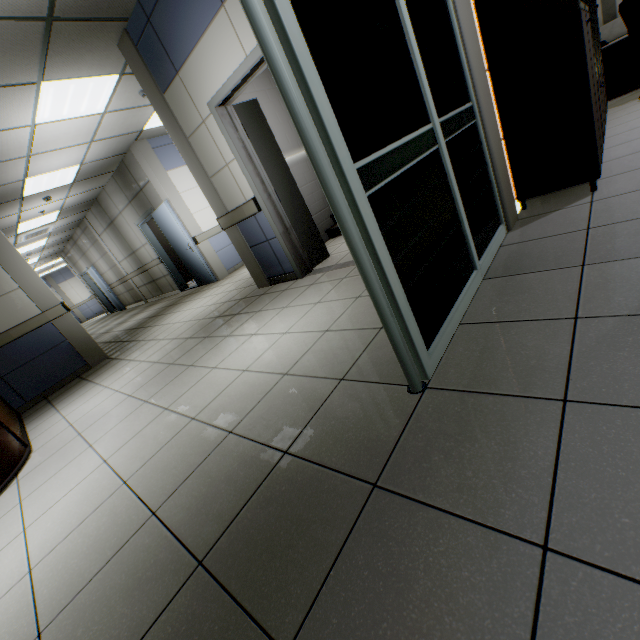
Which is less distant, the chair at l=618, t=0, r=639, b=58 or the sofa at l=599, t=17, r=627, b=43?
the chair at l=618, t=0, r=639, b=58

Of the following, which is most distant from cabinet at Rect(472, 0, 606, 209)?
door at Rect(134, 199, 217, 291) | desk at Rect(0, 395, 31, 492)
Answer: door at Rect(134, 199, 217, 291)

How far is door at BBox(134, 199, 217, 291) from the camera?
7.2m

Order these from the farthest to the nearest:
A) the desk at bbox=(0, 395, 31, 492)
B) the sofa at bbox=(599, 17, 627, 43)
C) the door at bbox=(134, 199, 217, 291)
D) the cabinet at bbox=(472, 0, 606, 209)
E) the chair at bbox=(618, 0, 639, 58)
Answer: the sofa at bbox=(599, 17, 627, 43)
the door at bbox=(134, 199, 217, 291)
the chair at bbox=(618, 0, 639, 58)
the desk at bbox=(0, 395, 31, 492)
the cabinet at bbox=(472, 0, 606, 209)

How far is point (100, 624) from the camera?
1.1 meters

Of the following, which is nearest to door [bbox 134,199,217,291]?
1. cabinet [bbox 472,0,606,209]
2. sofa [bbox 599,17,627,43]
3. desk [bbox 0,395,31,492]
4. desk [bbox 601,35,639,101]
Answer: desk [bbox 0,395,31,492]

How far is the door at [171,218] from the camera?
7.2m

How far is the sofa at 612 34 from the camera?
8.32m
